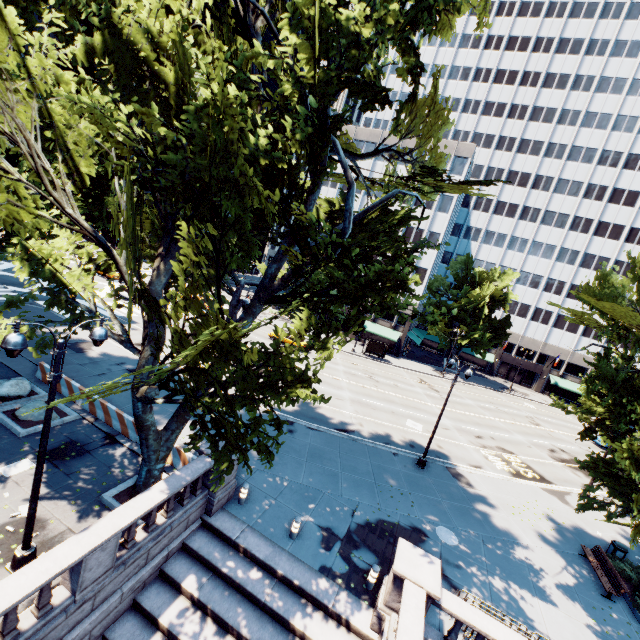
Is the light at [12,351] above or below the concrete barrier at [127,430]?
above

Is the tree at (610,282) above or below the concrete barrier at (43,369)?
above

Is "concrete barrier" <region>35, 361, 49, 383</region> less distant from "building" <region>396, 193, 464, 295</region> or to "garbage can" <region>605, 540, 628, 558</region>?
"garbage can" <region>605, 540, 628, 558</region>

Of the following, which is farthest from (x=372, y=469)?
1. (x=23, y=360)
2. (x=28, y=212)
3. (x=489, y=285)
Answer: (x=489, y=285)

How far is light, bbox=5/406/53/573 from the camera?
8.4m

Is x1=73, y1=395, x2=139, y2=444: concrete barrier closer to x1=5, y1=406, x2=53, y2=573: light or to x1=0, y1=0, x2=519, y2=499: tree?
x1=0, y1=0, x2=519, y2=499: tree

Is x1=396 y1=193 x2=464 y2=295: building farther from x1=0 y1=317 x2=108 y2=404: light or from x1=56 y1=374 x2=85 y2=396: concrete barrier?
x1=0 y1=317 x2=108 y2=404: light
